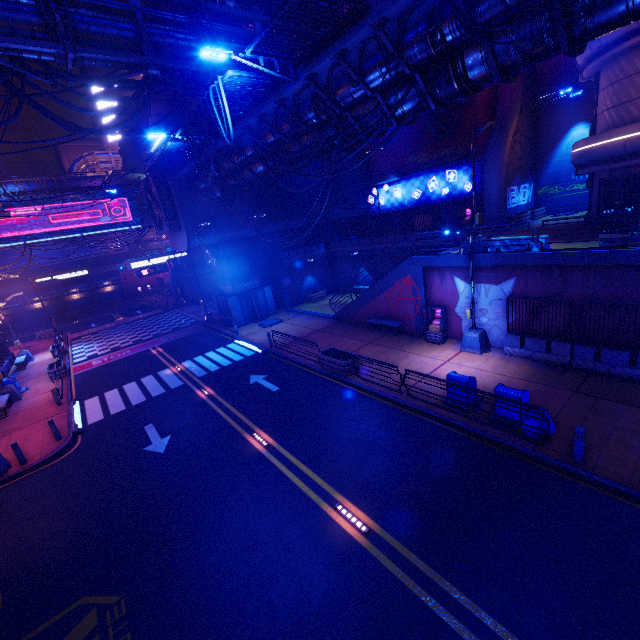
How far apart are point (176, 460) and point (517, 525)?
11.2 meters

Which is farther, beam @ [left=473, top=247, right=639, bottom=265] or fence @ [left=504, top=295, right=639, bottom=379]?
fence @ [left=504, top=295, right=639, bottom=379]

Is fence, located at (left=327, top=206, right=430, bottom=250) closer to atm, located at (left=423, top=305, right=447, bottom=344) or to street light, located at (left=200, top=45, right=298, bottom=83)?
atm, located at (left=423, top=305, right=447, bottom=344)

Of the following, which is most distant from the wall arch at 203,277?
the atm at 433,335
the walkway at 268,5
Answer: the atm at 433,335

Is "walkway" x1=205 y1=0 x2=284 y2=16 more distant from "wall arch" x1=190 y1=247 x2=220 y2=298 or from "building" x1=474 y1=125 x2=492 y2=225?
"wall arch" x1=190 y1=247 x2=220 y2=298

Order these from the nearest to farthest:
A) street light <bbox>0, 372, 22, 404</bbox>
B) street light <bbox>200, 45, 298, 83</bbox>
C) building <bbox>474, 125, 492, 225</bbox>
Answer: street light <bbox>200, 45, 298, 83</bbox> → street light <bbox>0, 372, 22, 404</bbox> → building <bbox>474, 125, 492, 225</bbox>

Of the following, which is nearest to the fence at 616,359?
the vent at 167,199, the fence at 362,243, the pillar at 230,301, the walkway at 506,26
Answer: the walkway at 506,26

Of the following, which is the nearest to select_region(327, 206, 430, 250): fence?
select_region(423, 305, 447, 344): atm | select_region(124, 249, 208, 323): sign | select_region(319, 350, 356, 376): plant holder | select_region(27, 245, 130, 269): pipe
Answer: select_region(423, 305, 447, 344): atm
